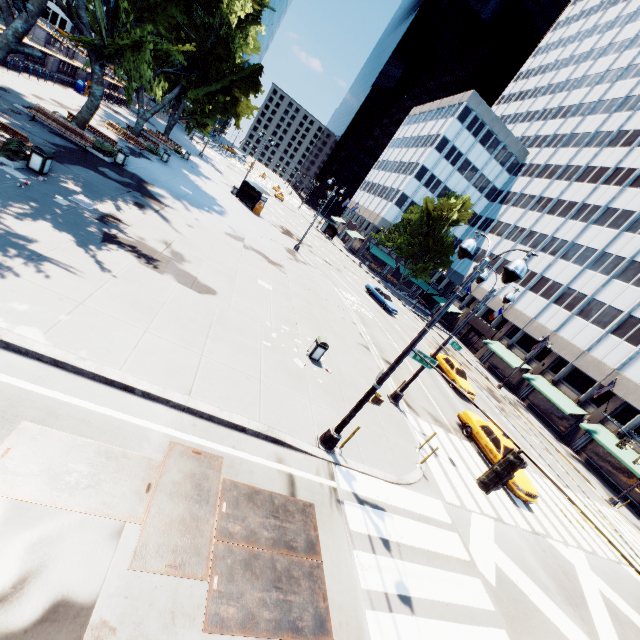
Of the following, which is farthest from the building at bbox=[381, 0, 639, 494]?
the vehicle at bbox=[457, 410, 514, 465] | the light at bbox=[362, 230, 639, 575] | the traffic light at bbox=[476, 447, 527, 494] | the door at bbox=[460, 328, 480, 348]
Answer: the traffic light at bbox=[476, 447, 527, 494]

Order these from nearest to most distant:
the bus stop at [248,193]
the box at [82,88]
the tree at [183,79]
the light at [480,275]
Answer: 1. the light at [480,275]
2. the tree at [183,79]
3. the box at [82,88]
4. the bus stop at [248,193]

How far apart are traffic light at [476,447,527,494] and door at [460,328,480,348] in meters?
49.2 m

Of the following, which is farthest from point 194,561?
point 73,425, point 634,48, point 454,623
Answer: point 634,48

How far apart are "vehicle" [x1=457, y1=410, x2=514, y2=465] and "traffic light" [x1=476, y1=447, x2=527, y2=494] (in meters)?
11.95

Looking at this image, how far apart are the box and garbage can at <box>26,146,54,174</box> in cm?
2628

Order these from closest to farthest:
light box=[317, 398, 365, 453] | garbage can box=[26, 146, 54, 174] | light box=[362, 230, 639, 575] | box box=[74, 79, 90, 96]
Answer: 1. light box=[362, 230, 639, 575]
2. light box=[317, 398, 365, 453]
3. garbage can box=[26, 146, 54, 174]
4. box box=[74, 79, 90, 96]

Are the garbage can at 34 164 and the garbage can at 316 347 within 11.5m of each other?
no
